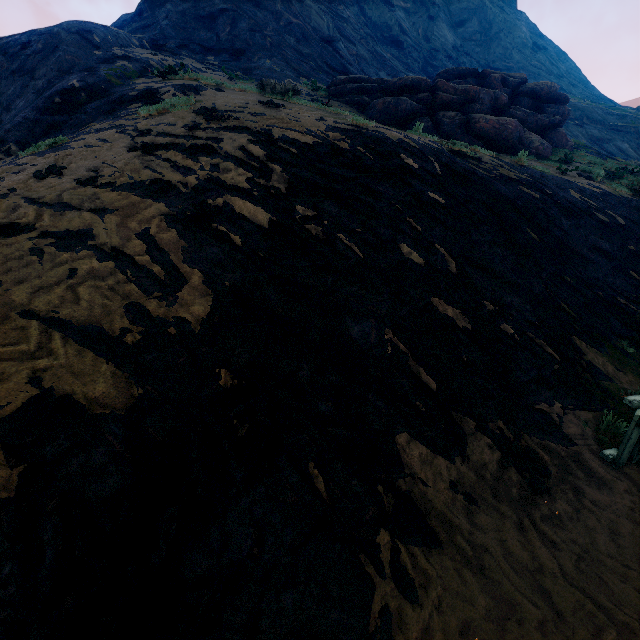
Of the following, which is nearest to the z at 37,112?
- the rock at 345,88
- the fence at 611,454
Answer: the fence at 611,454

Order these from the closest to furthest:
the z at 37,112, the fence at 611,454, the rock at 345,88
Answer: the z at 37,112, the fence at 611,454, the rock at 345,88

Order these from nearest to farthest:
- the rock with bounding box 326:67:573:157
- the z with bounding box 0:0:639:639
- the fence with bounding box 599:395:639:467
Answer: the z with bounding box 0:0:639:639
the fence with bounding box 599:395:639:467
the rock with bounding box 326:67:573:157

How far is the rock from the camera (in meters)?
14.31

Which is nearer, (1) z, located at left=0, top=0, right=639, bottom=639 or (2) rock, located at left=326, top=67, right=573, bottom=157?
(1) z, located at left=0, top=0, right=639, bottom=639

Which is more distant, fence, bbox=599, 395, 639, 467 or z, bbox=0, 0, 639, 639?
fence, bbox=599, 395, 639, 467

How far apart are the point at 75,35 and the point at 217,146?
17.1 meters

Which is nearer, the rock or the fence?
the fence
